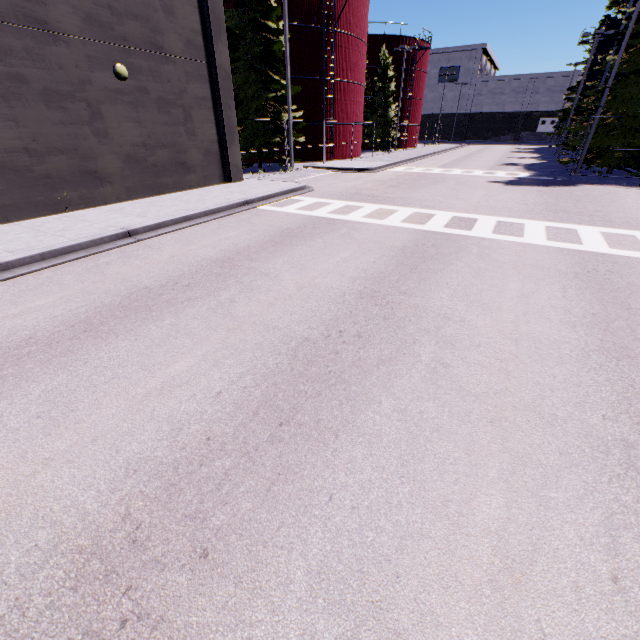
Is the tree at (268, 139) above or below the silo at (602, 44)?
below

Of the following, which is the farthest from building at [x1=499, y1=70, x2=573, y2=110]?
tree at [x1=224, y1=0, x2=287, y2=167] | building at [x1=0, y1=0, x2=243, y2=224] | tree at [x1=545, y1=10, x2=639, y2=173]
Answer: tree at [x1=224, y1=0, x2=287, y2=167]

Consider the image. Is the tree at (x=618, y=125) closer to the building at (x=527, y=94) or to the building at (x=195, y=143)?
the building at (x=195, y=143)

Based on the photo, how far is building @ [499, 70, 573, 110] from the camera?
56.7m

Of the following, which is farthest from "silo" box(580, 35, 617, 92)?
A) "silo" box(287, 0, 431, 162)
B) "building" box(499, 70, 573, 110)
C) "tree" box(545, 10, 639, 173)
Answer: "building" box(499, 70, 573, 110)

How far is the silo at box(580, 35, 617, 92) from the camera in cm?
3444

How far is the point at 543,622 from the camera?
2.0 meters

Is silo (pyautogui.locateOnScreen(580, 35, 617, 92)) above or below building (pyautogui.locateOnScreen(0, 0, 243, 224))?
above
